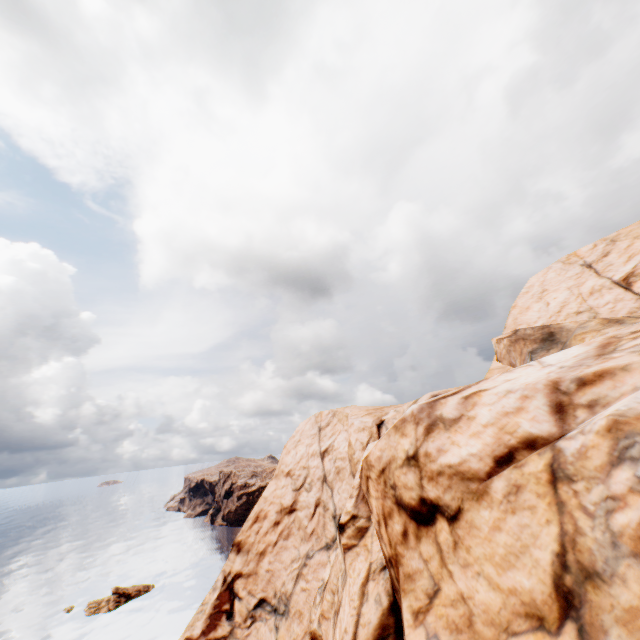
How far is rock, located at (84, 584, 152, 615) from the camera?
53.34m

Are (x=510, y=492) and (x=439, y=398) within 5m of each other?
yes

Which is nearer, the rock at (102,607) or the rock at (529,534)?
the rock at (529,534)

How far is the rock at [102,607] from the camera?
53.3m

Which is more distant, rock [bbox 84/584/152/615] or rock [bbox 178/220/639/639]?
rock [bbox 84/584/152/615]

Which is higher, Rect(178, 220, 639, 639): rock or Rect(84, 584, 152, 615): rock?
Rect(178, 220, 639, 639): rock
